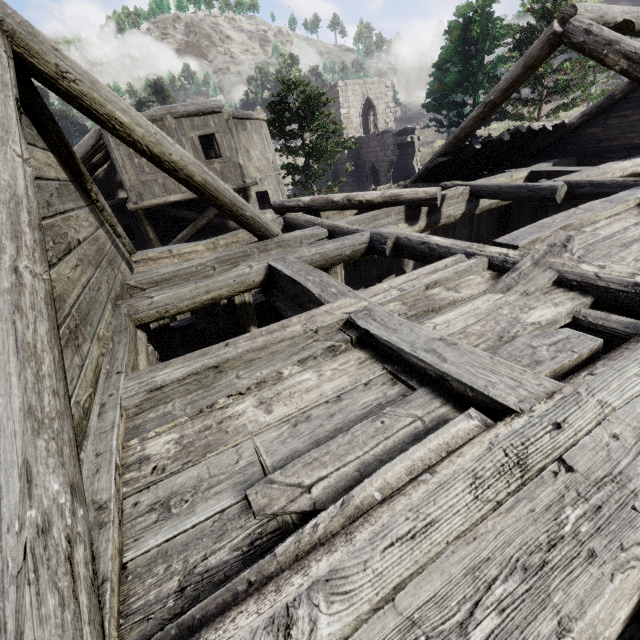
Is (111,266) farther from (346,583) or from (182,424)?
(346,583)
